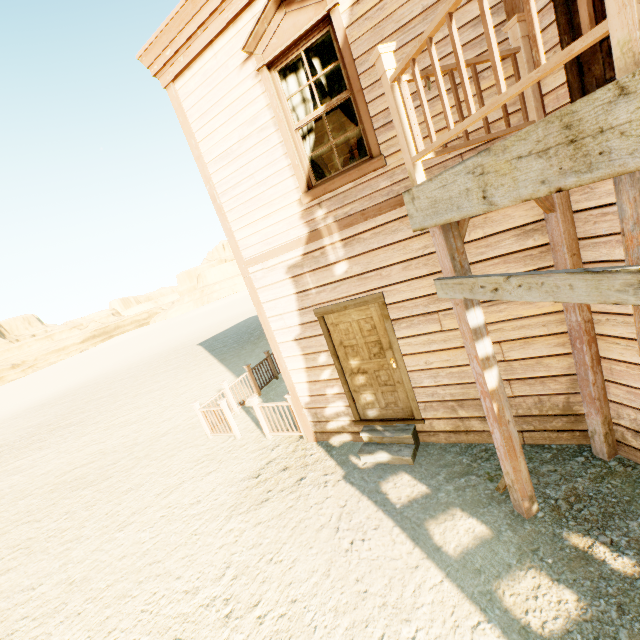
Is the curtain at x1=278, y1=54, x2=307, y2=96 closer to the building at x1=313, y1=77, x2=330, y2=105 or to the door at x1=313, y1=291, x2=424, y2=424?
the building at x1=313, y1=77, x2=330, y2=105

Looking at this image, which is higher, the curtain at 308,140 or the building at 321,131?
the building at 321,131

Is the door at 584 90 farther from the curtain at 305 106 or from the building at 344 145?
the curtain at 305 106

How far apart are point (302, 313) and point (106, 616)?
4.8 meters

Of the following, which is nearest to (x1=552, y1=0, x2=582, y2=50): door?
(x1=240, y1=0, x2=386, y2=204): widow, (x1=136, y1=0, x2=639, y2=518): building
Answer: (x1=136, y1=0, x2=639, y2=518): building

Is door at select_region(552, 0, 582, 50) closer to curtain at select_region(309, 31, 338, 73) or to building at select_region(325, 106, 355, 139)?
building at select_region(325, 106, 355, 139)

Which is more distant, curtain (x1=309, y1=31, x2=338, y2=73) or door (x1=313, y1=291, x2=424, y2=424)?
door (x1=313, y1=291, x2=424, y2=424)

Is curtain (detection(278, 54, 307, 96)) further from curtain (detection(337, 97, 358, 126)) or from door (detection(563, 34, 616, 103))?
door (detection(563, 34, 616, 103))
